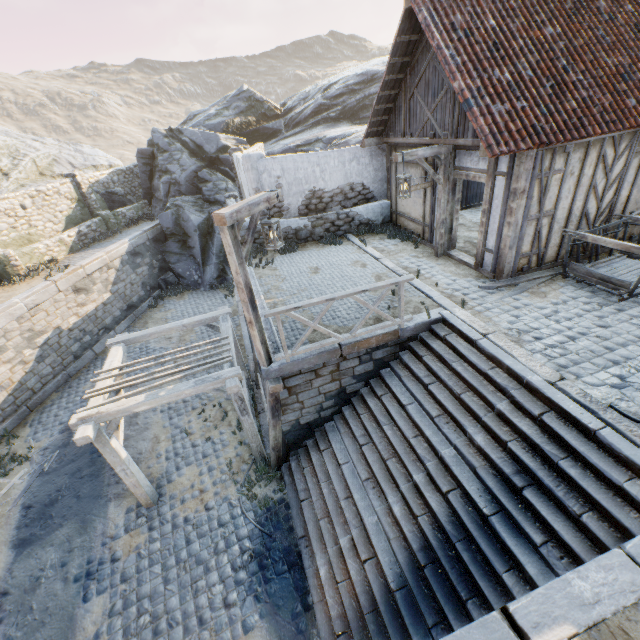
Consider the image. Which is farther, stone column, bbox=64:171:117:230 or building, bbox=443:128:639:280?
stone column, bbox=64:171:117:230

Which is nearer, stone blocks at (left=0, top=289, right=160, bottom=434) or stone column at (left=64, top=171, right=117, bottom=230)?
stone blocks at (left=0, top=289, right=160, bottom=434)

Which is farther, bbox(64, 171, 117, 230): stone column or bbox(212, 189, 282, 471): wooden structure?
bbox(64, 171, 117, 230): stone column

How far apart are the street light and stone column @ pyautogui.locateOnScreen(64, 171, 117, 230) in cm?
1589

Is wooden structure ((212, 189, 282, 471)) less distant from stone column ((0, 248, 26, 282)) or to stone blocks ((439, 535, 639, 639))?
stone blocks ((439, 535, 639, 639))

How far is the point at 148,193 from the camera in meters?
20.8

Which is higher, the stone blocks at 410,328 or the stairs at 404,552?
the stone blocks at 410,328

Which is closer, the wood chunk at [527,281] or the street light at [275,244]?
the street light at [275,244]
